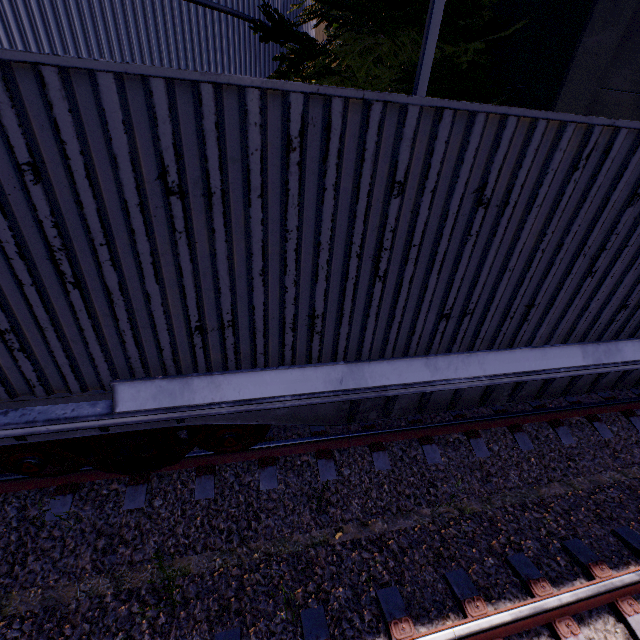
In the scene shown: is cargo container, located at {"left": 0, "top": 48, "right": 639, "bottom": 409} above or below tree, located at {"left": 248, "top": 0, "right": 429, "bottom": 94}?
below

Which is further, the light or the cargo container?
the light

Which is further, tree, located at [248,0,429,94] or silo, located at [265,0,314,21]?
silo, located at [265,0,314,21]

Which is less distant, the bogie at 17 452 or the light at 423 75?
the bogie at 17 452

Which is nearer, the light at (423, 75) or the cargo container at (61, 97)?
the cargo container at (61, 97)

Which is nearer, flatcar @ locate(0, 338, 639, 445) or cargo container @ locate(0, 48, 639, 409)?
cargo container @ locate(0, 48, 639, 409)

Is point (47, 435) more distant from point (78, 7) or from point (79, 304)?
point (78, 7)

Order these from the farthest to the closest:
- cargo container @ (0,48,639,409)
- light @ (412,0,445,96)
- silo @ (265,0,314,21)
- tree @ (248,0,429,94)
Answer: silo @ (265,0,314,21), tree @ (248,0,429,94), light @ (412,0,445,96), cargo container @ (0,48,639,409)
